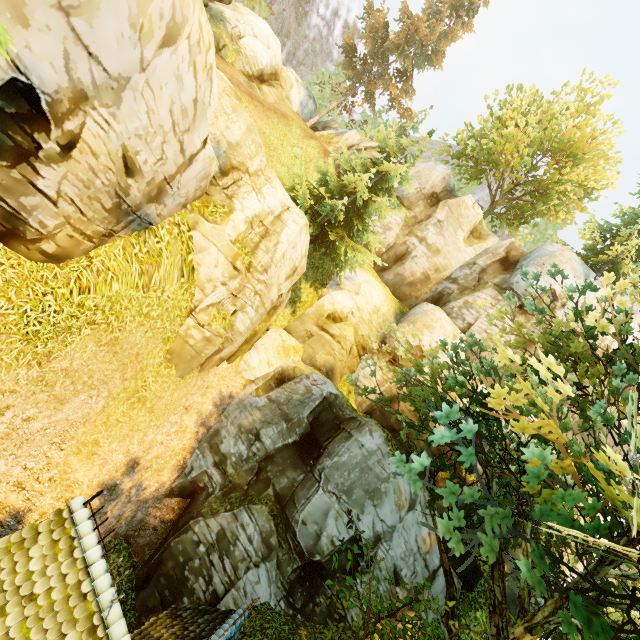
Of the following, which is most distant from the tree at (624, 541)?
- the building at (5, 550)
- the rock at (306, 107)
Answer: the building at (5, 550)

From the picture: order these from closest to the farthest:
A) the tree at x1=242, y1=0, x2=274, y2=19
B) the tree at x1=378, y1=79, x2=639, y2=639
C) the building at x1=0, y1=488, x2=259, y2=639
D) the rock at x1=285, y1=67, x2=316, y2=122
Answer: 1. the tree at x1=378, y1=79, x2=639, y2=639
2. the building at x1=0, y1=488, x2=259, y2=639
3. the rock at x1=285, y1=67, x2=316, y2=122
4. the tree at x1=242, y1=0, x2=274, y2=19

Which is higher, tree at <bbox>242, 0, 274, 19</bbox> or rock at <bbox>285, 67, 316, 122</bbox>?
tree at <bbox>242, 0, 274, 19</bbox>

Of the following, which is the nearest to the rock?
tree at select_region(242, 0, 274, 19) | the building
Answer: tree at select_region(242, 0, 274, 19)

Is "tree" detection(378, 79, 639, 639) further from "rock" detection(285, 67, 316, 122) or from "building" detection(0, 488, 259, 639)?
"building" detection(0, 488, 259, 639)

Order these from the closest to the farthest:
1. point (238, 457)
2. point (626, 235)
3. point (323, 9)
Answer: point (238, 457)
point (626, 235)
point (323, 9)

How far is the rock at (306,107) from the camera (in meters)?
29.53

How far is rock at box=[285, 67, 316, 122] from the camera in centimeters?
2953cm
